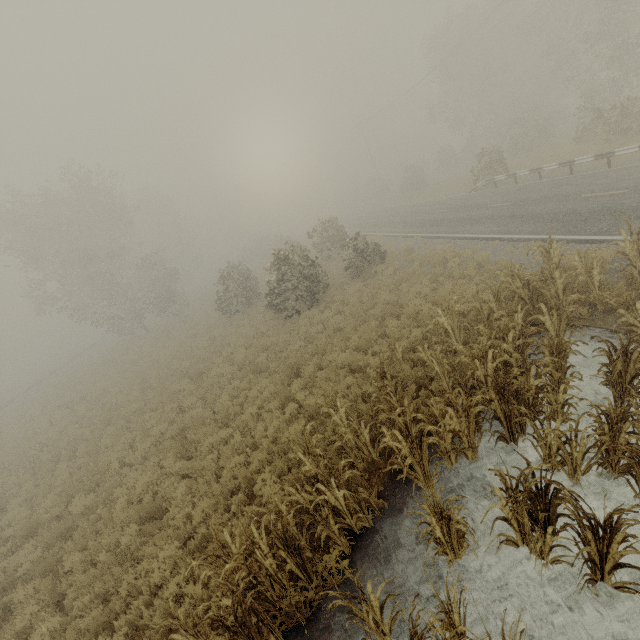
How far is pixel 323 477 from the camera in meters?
5.3 m

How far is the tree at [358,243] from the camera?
18.69m

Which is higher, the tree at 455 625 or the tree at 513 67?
the tree at 513 67

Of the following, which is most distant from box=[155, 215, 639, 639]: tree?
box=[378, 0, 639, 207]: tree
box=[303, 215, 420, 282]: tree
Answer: box=[378, 0, 639, 207]: tree

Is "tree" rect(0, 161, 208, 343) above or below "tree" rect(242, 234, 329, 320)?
above

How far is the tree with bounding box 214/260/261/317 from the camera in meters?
24.5 m

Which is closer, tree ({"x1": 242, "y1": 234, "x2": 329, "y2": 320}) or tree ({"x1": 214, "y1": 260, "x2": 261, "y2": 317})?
tree ({"x1": 242, "y1": 234, "x2": 329, "y2": 320})
